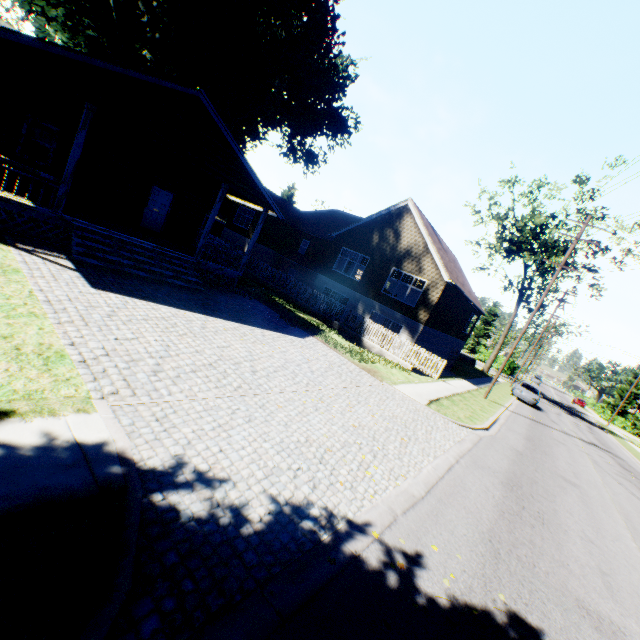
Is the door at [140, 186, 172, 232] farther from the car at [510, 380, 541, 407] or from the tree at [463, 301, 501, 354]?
the tree at [463, 301, 501, 354]

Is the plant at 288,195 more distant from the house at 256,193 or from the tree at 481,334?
the tree at 481,334

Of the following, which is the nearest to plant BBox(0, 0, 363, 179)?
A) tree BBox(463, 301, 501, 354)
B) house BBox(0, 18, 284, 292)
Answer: house BBox(0, 18, 284, 292)

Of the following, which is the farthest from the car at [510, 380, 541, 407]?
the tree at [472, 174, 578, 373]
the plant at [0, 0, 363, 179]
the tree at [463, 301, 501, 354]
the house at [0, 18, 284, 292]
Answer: the plant at [0, 0, 363, 179]

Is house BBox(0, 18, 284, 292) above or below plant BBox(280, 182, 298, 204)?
below

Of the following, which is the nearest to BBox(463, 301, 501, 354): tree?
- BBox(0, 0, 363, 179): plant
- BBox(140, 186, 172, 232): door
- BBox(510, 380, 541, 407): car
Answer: BBox(510, 380, 541, 407): car

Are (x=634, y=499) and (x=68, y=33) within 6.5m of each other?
no

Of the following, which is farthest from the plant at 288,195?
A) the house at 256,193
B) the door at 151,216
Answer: the door at 151,216
